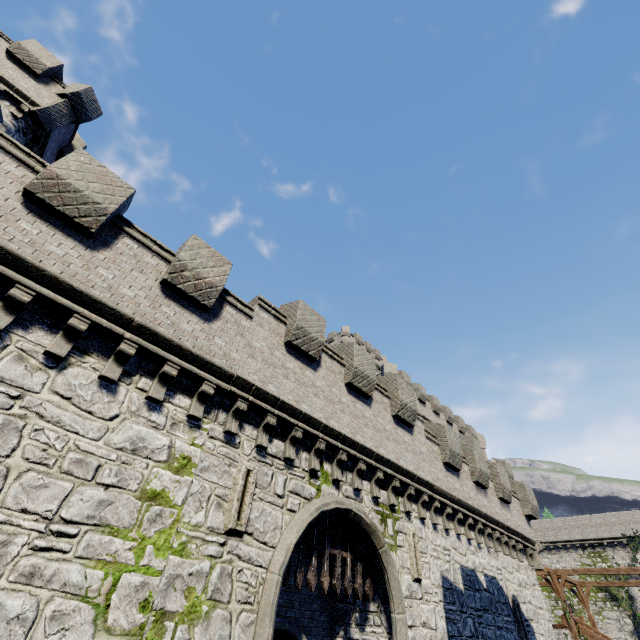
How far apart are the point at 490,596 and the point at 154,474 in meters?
15.4 m

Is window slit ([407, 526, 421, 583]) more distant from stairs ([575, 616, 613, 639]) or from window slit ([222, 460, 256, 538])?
stairs ([575, 616, 613, 639])

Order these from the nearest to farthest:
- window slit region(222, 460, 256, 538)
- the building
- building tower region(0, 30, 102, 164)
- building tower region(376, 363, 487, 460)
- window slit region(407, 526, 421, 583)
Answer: window slit region(222, 460, 256, 538), window slit region(407, 526, 421, 583), building tower region(0, 30, 102, 164), building tower region(376, 363, 487, 460), the building

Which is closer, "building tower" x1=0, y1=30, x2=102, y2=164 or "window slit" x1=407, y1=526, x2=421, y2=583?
"window slit" x1=407, y1=526, x2=421, y2=583

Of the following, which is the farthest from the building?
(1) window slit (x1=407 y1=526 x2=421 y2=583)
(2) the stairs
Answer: (1) window slit (x1=407 y1=526 x2=421 y2=583)

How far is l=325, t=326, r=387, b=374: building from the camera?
50.5 meters

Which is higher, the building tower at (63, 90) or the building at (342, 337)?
the building at (342, 337)

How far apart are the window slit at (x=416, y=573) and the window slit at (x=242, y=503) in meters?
6.7 m
